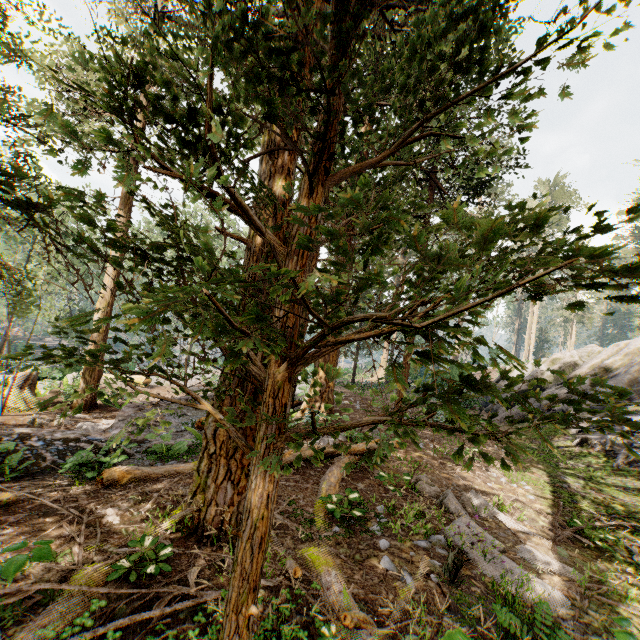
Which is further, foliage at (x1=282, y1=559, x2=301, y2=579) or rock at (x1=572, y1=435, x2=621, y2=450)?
rock at (x1=572, y1=435, x2=621, y2=450)

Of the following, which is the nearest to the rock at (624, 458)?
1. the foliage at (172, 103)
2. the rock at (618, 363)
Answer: the rock at (618, 363)

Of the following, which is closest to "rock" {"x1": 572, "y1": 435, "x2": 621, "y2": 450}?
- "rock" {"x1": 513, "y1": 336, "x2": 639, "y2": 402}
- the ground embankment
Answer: "rock" {"x1": 513, "y1": 336, "x2": 639, "y2": 402}

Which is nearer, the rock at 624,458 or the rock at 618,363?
the rock at 624,458

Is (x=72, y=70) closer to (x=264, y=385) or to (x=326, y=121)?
(x=326, y=121)

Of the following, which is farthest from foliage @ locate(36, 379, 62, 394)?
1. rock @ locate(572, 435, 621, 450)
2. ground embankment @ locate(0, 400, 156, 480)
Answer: rock @ locate(572, 435, 621, 450)

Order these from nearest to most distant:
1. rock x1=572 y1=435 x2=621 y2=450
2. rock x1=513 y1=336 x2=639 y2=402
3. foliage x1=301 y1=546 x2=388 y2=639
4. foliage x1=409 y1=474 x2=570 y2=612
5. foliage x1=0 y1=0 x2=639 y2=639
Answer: foliage x1=0 y1=0 x2=639 y2=639
foliage x1=301 y1=546 x2=388 y2=639
foliage x1=409 y1=474 x2=570 y2=612
rock x1=572 y1=435 x2=621 y2=450
rock x1=513 y1=336 x2=639 y2=402
